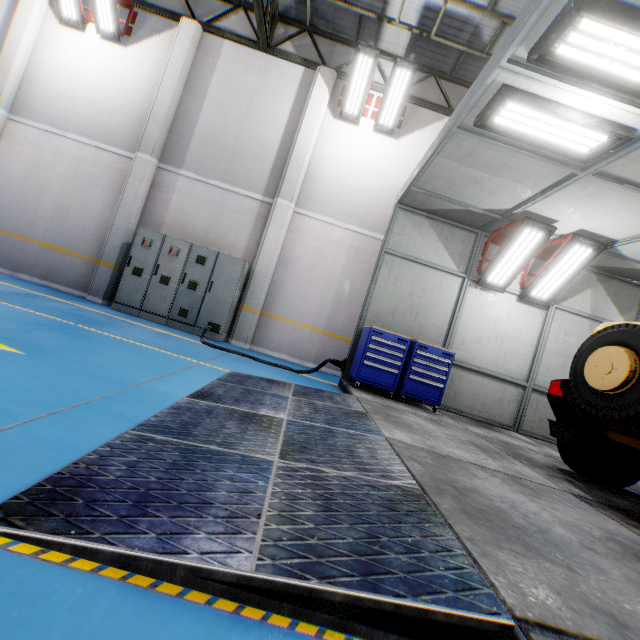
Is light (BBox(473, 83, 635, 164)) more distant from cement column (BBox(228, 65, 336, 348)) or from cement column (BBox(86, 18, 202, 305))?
cement column (BBox(86, 18, 202, 305))

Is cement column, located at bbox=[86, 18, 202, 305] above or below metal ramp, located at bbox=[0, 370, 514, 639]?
above

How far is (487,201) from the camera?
6.0 meters

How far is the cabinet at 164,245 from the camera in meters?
8.0 m

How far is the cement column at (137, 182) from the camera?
8.4 meters

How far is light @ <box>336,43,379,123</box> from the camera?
7.9m

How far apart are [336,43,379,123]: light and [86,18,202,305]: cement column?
4.1 meters

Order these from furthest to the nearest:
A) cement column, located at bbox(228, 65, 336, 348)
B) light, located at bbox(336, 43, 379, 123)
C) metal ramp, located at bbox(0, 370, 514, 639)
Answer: cement column, located at bbox(228, 65, 336, 348) → light, located at bbox(336, 43, 379, 123) → metal ramp, located at bbox(0, 370, 514, 639)
